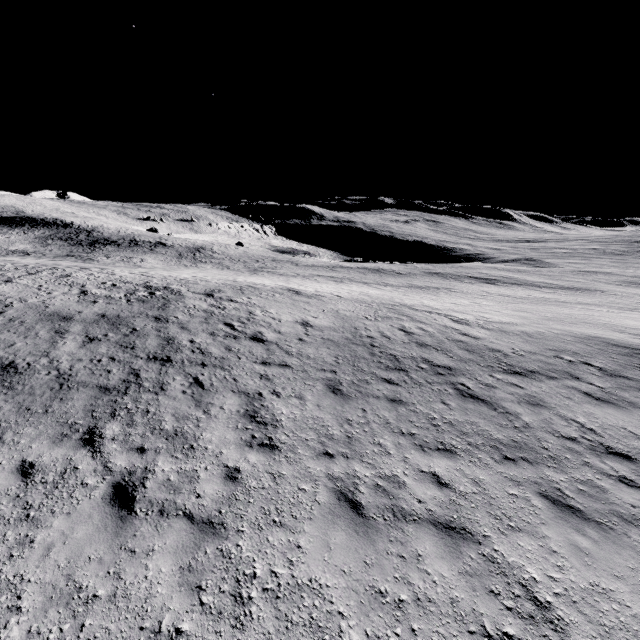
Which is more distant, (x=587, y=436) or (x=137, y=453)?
(x=587, y=436)
